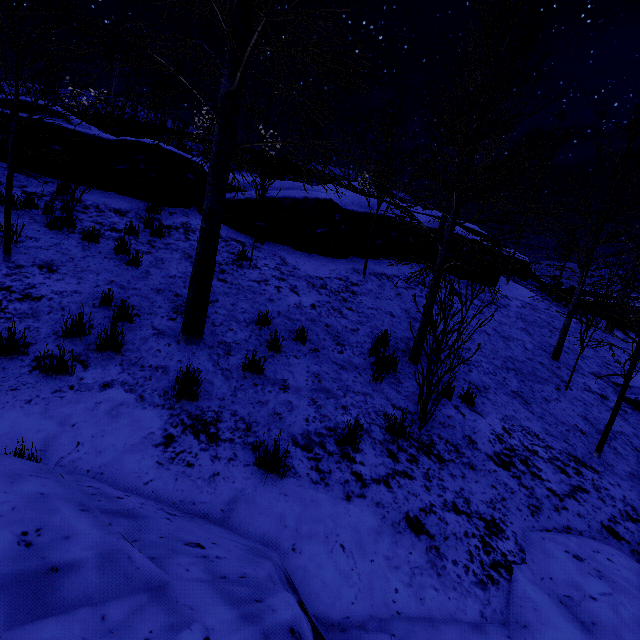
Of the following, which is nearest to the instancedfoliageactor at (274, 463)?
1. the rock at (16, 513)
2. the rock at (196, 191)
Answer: the rock at (196, 191)

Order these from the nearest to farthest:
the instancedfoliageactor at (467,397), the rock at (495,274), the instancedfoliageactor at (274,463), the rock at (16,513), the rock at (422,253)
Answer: the rock at (16,513)
the instancedfoliageactor at (274,463)
the instancedfoliageactor at (467,397)
the rock at (422,253)
the rock at (495,274)

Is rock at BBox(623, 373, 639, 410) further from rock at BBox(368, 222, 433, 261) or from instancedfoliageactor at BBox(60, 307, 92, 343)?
rock at BBox(368, 222, 433, 261)

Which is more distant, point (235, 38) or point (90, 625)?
point (235, 38)

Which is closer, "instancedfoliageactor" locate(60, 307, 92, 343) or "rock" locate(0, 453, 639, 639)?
"rock" locate(0, 453, 639, 639)

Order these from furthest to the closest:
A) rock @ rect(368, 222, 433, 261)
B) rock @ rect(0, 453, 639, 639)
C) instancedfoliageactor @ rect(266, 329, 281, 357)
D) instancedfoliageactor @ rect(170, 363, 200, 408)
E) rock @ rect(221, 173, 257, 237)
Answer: rock @ rect(368, 222, 433, 261) < rock @ rect(221, 173, 257, 237) < instancedfoliageactor @ rect(266, 329, 281, 357) < instancedfoliageactor @ rect(170, 363, 200, 408) < rock @ rect(0, 453, 639, 639)

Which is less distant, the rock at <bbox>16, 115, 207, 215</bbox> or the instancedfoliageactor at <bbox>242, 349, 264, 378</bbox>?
the instancedfoliageactor at <bbox>242, 349, 264, 378</bbox>

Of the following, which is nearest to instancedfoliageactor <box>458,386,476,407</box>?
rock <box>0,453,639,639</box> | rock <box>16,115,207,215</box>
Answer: rock <box>16,115,207,215</box>
